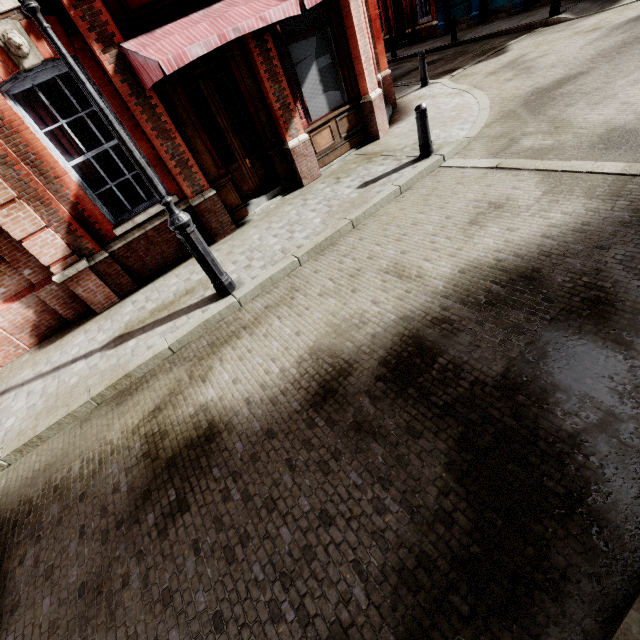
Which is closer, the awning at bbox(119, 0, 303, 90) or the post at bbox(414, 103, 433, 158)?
the awning at bbox(119, 0, 303, 90)

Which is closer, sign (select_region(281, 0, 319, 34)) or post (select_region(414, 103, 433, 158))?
post (select_region(414, 103, 433, 158))

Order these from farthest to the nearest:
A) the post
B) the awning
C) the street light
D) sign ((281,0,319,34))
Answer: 1. sign ((281,0,319,34))
2. the post
3. the awning
4. the street light

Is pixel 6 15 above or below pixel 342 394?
above

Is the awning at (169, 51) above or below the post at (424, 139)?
above

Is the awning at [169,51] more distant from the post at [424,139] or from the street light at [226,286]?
the post at [424,139]

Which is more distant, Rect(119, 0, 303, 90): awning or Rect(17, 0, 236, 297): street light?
Rect(119, 0, 303, 90): awning

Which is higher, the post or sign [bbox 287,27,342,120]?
sign [bbox 287,27,342,120]
